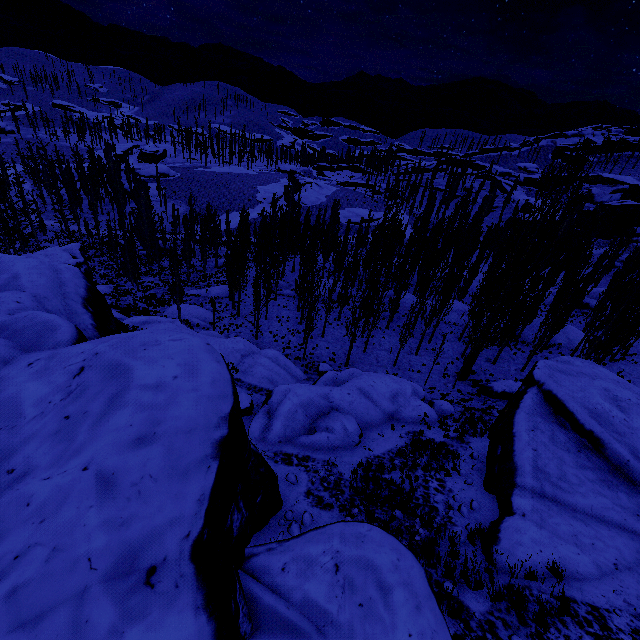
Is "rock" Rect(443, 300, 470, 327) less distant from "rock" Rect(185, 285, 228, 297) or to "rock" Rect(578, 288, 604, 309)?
"rock" Rect(185, 285, 228, 297)

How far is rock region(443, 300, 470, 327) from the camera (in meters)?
35.34

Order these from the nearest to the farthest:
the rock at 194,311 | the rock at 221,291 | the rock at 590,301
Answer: the rock at 194,311, the rock at 221,291, the rock at 590,301

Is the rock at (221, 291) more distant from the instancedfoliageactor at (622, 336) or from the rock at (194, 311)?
the rock at (194, 311)

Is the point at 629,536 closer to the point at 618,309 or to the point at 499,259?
the point at 618,309

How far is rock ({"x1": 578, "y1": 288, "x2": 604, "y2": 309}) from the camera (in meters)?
46.59

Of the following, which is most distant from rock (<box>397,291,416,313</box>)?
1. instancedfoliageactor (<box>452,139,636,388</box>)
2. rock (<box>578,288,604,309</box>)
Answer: rock (<box>578,288,604,309</box>)
